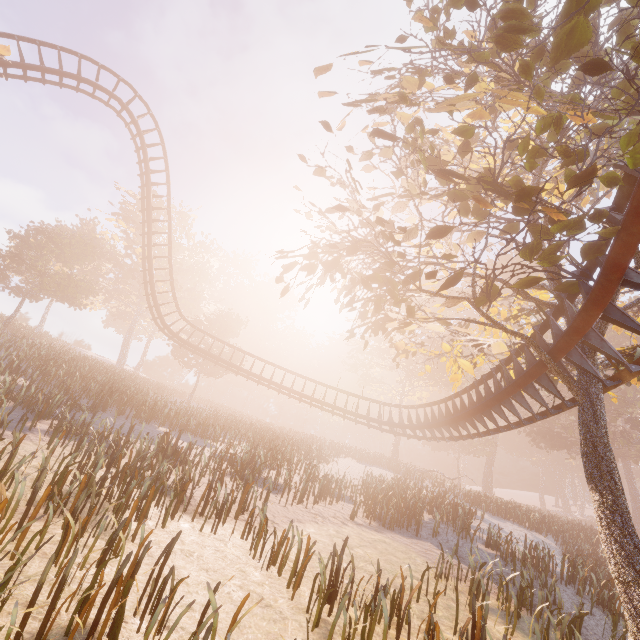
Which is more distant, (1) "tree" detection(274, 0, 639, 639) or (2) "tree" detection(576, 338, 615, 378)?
(2) "tree" detection(576, 338, 615, 378)

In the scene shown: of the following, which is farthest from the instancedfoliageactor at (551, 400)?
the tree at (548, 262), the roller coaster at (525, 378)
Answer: the roller coaster at (525, 378)

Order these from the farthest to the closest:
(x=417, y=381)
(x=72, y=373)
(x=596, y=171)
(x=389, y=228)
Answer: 1. (x=417, y=381)
2. (x=72, y=373)
3. (x=389, y=228)
4. (x=596, y=171)

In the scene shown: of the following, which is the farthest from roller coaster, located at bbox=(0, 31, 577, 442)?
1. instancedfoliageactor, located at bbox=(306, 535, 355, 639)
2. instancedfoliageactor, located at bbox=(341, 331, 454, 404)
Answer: instancedfoliageactor, located at bbox=(341, 331, 454, 404)

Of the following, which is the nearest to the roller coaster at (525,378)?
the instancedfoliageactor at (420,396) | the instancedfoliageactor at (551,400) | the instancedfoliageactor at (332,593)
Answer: the instancedfoliageactor at (332,593)

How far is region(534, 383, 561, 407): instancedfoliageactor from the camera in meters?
11.0

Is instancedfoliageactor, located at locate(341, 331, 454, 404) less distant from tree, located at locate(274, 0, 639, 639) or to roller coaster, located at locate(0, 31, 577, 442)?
roller coaster, located at locate(0, 31, 577, 442)

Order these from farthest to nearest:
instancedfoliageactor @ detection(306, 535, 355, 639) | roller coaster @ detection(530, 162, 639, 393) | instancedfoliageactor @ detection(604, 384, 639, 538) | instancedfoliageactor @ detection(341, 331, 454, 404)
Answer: instancedfoliageactor @ detection(341, 331, 454, 404), instancedfoliageactor @ detection(604, 384, 639, 538), roller coaster @ detection(530, 162, 639, 393), instancedfoliageactor @ detection(306, 535, 355, 639)
